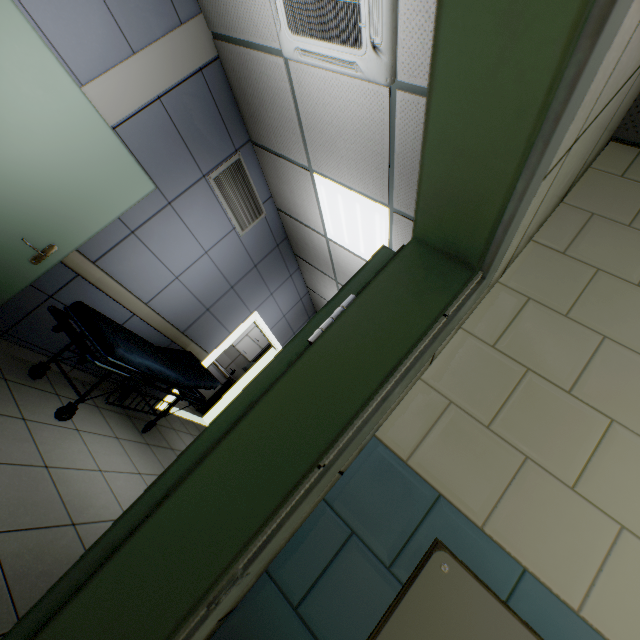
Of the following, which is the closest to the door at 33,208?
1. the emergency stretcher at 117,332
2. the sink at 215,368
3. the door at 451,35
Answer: the emergency stretcher at 117,332

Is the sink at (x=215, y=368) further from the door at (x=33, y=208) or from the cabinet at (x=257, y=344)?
the door at (x=33, y=208)

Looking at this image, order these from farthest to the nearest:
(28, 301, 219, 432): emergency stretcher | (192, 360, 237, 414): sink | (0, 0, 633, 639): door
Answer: (192, 360, 237, 414): sink < (28, 301, 219, 432): emergency stretcher < (0, 0, 633, 639): door

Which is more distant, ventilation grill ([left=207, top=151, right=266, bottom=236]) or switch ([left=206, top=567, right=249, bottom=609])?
ventilation grill ([left=207, top=151, right=266, bottom=236])

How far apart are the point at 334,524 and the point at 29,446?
2.5 meters

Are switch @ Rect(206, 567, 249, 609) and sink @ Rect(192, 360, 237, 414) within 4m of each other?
no

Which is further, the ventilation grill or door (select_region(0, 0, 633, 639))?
the ventilation grill

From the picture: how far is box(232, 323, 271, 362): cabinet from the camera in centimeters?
738cm
